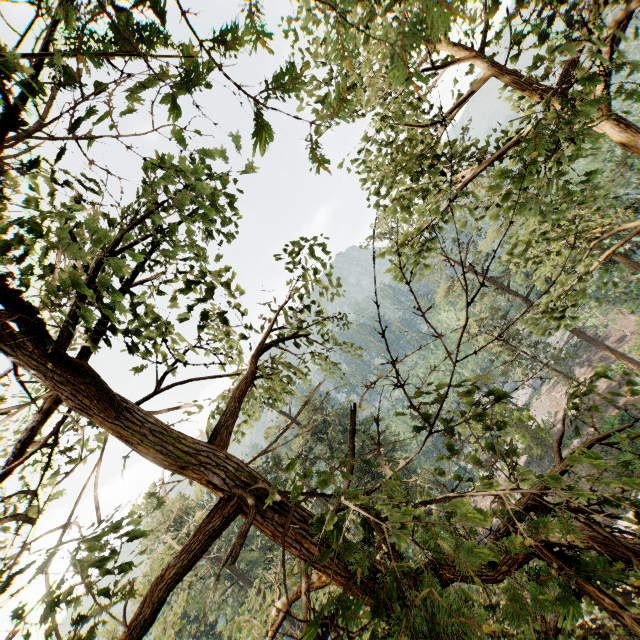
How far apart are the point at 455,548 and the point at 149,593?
3.23m

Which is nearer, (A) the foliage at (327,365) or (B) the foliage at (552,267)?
(B) the foliage at (552,267)

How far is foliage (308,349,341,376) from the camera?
8.0 meters

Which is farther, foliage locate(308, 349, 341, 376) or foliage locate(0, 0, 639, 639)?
foliage locate(308, 349, 341, 376)

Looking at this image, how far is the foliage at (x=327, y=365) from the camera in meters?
8.0
